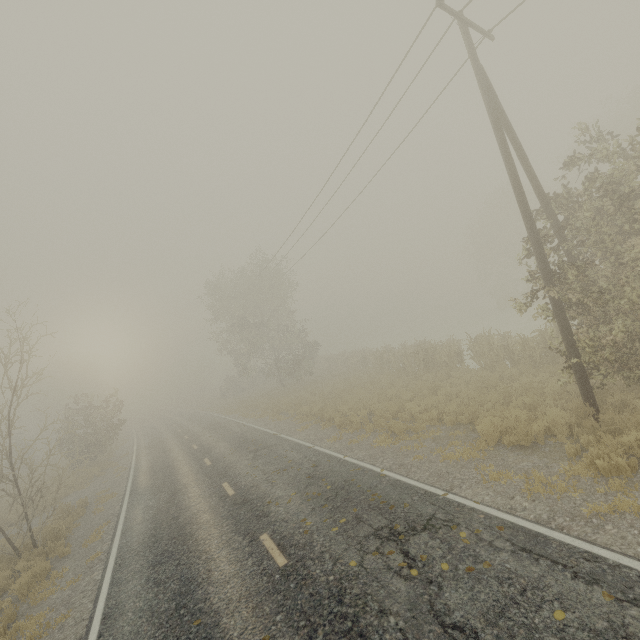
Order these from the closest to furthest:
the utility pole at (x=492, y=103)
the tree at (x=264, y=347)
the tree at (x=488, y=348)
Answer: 1. the utility pole at (x=492, y=103)
2. the tree at (x=488, y=348)
3. the tree at (x=264, y=347)

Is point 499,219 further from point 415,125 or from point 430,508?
point 430,508

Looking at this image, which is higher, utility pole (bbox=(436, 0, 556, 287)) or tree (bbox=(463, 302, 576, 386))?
utility pole (bbox=(436, 0, 556, 287))

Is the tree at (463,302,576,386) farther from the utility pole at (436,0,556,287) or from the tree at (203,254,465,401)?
the tree at (203,254,465,401)

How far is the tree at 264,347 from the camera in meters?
21.6

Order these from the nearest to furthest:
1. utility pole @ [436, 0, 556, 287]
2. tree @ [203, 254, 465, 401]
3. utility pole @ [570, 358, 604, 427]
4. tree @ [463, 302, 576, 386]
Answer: utility pole @ [570, 358, 604, 427]
utility pole @ [436, 0, 556, 287]
tree @ [463, 302, 576, 386]
tree @ [203, 254, 465, 401]

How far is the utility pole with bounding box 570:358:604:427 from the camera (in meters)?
8.28
